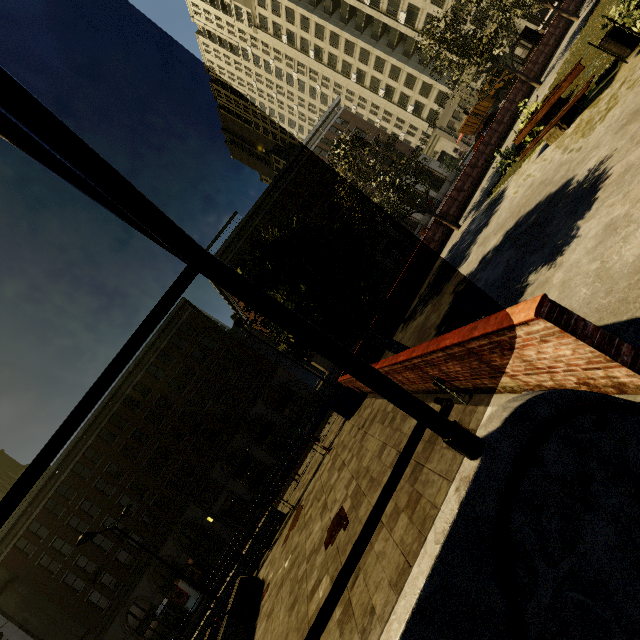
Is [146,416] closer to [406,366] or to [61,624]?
[61,624]

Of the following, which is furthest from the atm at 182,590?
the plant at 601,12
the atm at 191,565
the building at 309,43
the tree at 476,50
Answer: the plant at 601,12

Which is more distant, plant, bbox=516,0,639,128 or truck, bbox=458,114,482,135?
truck, bbox=458,114,482,135

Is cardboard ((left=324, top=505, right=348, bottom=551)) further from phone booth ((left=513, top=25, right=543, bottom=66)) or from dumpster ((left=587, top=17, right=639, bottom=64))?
phone booth ((left=513, top=25, right=543, bottom=66))

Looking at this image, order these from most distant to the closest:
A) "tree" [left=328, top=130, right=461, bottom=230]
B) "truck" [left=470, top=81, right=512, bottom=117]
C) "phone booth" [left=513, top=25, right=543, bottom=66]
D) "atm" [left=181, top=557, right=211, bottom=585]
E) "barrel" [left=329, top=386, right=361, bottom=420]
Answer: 1. "truck" [left=470, top=81, right=512, bottom=117]
2. "atm" [left=181, top=557, right=211, bottom=585]
3. "phone booth" [left=513, top=25, right=543, bottom=66]
4. "tree" [left=328, top=130, right=461, bottom=230]
5. "barrel" [left=329, top=386, right=361, bottom=420]

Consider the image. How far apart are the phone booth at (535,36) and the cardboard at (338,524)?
32.2m

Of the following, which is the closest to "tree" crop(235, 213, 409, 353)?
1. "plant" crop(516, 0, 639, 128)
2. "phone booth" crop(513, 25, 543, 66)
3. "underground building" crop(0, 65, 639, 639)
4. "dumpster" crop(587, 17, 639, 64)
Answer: "plant" crop(516, 0, 639, 128)

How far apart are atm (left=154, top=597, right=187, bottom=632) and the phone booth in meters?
55.2
